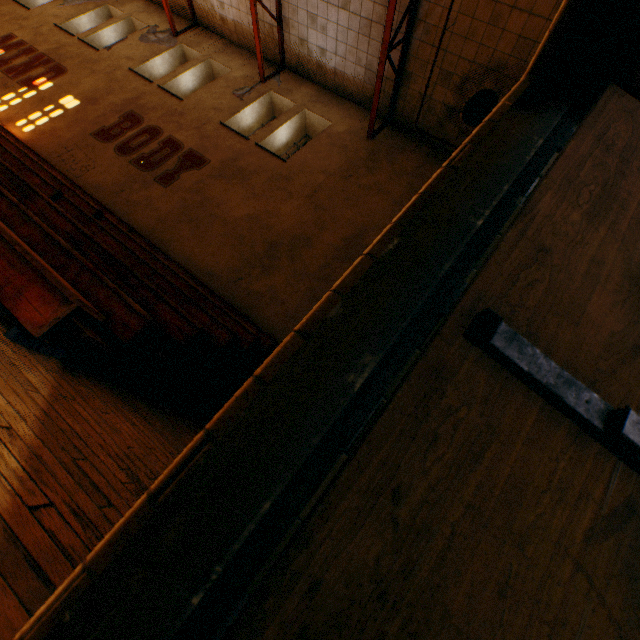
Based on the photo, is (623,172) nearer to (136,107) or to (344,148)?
(344,148)

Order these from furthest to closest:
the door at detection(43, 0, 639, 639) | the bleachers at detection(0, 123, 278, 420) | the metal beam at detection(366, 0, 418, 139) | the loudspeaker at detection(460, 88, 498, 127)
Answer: the metal beam at detection(366, 0, 418, 139)
the loudspeaker at detection(460, 88, 498, 127)
the bleachers at detection(0, 123, 278, 420)
the door at detection(43, 0, 639, 639)

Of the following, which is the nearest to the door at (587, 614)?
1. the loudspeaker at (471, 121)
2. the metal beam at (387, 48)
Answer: the loudspeaker at (471, 121)

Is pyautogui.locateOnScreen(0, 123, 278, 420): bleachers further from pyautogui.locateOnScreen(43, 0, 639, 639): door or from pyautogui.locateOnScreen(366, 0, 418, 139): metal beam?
pyautogui.locateOnScreen(366, 0, 418, 139): metal beam

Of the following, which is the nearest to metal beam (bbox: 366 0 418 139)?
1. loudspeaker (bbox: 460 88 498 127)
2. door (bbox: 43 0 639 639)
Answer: loudspeaker (bbox: 460 88 498 127)

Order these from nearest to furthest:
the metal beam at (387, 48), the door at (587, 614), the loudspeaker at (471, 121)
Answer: the door at (587, 614) < the loudspeaker at (471, 121) < the metal beam at (387, 48)

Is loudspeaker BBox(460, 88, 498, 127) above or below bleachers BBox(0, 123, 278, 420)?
above

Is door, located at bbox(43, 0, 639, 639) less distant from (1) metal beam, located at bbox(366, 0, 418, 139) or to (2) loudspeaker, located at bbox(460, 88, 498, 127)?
(2) loudspeaker, located at bbox(460, 88, 498, 127)
